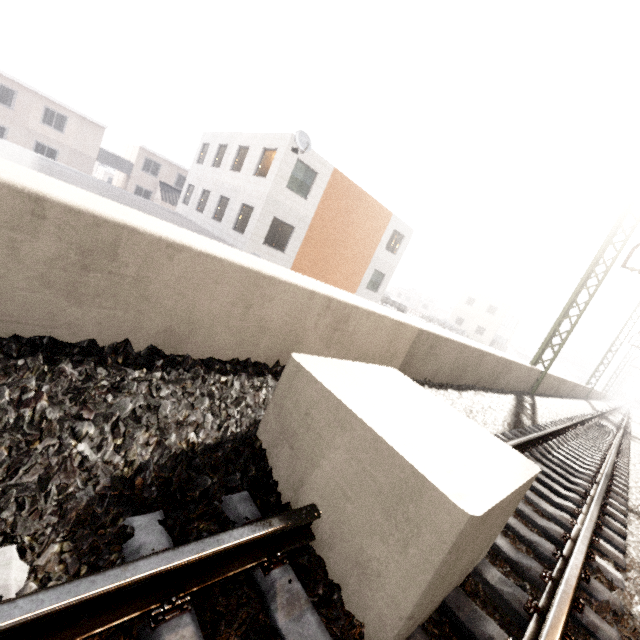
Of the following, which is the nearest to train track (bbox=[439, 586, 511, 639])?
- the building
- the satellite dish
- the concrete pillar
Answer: the concrete pillar

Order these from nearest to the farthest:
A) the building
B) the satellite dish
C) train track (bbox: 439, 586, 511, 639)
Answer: train track (bbox: 439, 586, 511, 639) → the satellite dish → the building

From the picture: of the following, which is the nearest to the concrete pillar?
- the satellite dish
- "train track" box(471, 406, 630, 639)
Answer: "train track" box(471, 406, 630, 639)

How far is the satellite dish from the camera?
14.62m

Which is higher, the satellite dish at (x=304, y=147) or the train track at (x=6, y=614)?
the satellite dish at (x=304, y=147)

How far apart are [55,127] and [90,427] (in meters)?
38.79

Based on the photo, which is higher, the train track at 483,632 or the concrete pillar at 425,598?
the concrete pillar at 425,598

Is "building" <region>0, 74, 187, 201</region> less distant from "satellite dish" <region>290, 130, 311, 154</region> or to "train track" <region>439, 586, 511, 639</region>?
"satellite dish" <region>290, 130, 311, 154</region>
